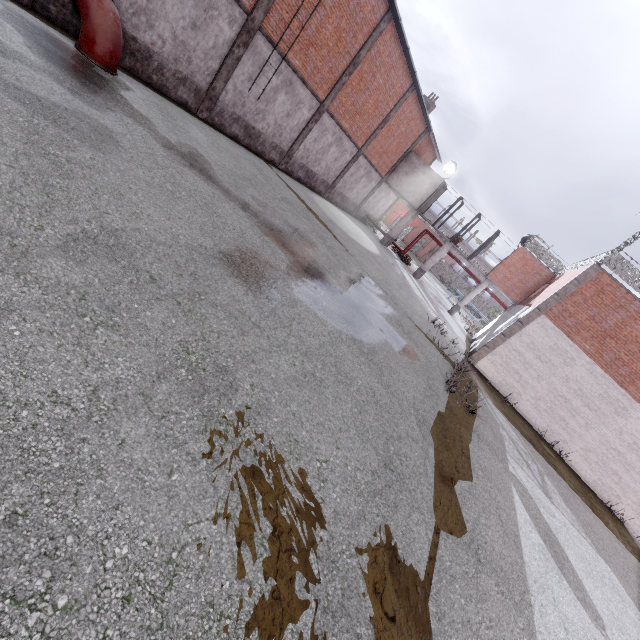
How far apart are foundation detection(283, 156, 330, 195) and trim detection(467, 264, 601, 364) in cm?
1482

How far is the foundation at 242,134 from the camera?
13.88m

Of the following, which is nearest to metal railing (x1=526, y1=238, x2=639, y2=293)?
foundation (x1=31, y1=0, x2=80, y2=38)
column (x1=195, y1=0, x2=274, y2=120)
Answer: column (x1=195, y1=0, x2=274, y2=120)

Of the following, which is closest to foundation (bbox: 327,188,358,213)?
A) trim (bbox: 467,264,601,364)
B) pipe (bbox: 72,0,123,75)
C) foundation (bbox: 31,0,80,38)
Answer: foundation (bbox: 31,0,80,38)

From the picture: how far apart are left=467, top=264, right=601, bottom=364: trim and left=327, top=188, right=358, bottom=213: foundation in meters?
15.2 m

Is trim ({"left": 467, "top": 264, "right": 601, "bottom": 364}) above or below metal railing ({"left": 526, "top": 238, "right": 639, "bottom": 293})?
below

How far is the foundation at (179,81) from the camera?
10.35m

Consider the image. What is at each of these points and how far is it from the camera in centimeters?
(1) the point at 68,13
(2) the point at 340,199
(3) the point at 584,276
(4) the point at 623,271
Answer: (1) foundation, 888cm
(2) foundation, 2602cm
(3) trim, 1501cm
(4) metal railing, 1451cm
